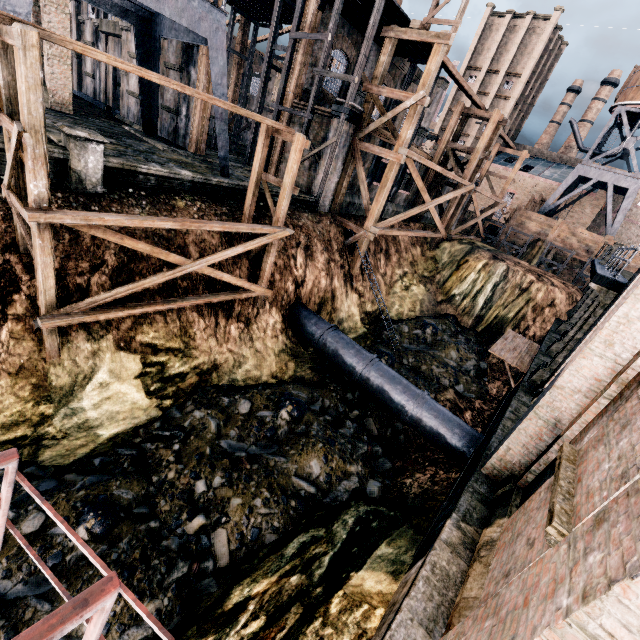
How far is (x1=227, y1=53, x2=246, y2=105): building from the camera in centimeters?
3250cm

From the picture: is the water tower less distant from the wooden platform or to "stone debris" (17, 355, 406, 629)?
"stone debris" (17, 355, 406, 629)

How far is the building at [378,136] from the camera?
22.29m

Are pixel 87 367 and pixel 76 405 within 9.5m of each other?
yes

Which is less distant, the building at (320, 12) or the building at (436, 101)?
the building at (320, 12)

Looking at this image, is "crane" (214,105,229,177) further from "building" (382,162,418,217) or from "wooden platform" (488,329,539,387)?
"wooden platform" (488,329,539,387)

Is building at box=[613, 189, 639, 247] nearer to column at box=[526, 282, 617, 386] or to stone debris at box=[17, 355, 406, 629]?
stone debris at box=[17, 355, 406, 629]
